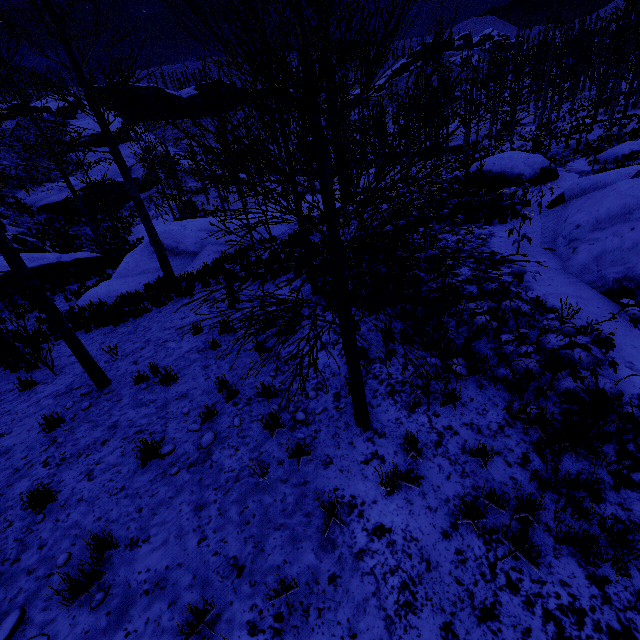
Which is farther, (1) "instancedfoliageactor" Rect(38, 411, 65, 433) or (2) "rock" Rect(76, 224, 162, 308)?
(2) "rock" Rect(76, 224, 162, 308)

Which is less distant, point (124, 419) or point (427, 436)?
point (427, 436)

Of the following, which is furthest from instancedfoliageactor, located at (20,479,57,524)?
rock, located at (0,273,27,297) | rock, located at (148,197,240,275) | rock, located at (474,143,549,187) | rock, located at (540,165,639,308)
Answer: rock, located at (474,143,549,187)

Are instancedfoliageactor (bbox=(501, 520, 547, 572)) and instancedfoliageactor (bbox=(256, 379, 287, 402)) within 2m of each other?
no

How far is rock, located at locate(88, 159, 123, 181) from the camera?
43.95m

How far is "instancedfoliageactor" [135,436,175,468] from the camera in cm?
461

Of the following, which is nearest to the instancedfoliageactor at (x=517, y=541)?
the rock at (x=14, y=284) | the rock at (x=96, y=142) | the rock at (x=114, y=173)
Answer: the rock at (x=14, y=284)

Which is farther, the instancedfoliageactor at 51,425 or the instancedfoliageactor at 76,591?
the instancedfoliageactor at 51,425
